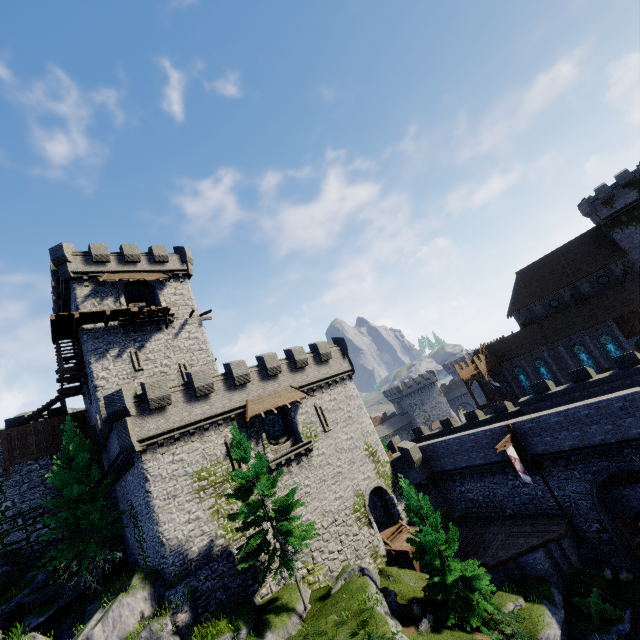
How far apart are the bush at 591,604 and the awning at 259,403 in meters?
20.3 m

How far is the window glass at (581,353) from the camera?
40.7 meters

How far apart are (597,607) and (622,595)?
3.5 meters

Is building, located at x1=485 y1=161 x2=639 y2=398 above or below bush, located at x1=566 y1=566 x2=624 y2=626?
above

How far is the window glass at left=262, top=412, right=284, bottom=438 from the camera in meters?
25.8

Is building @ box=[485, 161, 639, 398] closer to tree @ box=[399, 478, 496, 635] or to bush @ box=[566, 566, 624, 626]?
bush @ box=[566, 566, 624, 626]

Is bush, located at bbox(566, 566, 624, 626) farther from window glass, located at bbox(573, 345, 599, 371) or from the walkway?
the walkway

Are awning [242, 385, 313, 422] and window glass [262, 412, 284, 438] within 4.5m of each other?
yes
